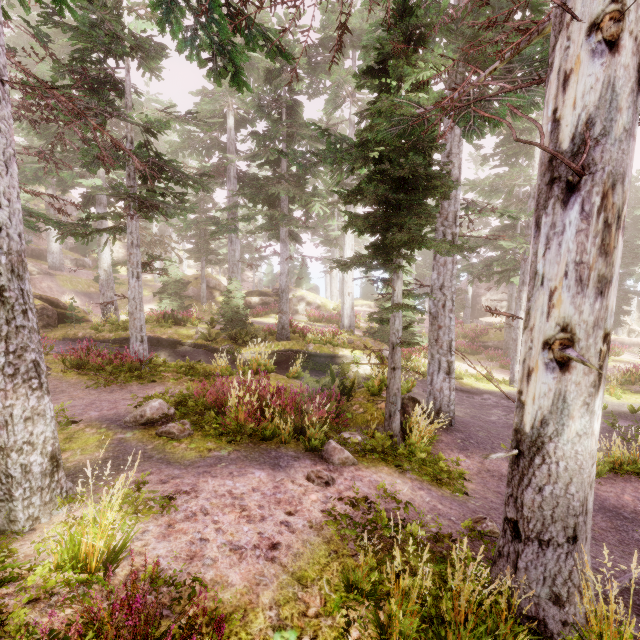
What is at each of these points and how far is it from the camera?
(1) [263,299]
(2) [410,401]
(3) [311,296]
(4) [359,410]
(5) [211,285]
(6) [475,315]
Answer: (1) rock, 31.9 meters
(2) rock, 9.8 meters
(3) rock, 34.2 meters
(4) rock, 8.4 meters
(5) rock, 35.9 meters
(6) rock, 41.5 meters

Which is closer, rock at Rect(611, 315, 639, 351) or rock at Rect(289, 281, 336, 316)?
rock at Rect(611, 315, 639, 351)

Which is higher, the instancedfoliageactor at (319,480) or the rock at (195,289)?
the rock at (195,289)

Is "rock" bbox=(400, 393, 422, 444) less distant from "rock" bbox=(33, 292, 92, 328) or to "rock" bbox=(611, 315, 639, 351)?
"rock" bbox=(33, 292, 92, 328)

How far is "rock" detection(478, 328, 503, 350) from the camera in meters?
26.6 m

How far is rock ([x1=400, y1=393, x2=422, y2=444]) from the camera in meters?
8.2

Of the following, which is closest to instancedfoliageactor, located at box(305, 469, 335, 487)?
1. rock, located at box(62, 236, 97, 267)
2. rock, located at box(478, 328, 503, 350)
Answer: rock, located at box(62, 236, 97, 267)

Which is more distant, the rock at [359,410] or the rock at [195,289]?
the rock at [195,289]
